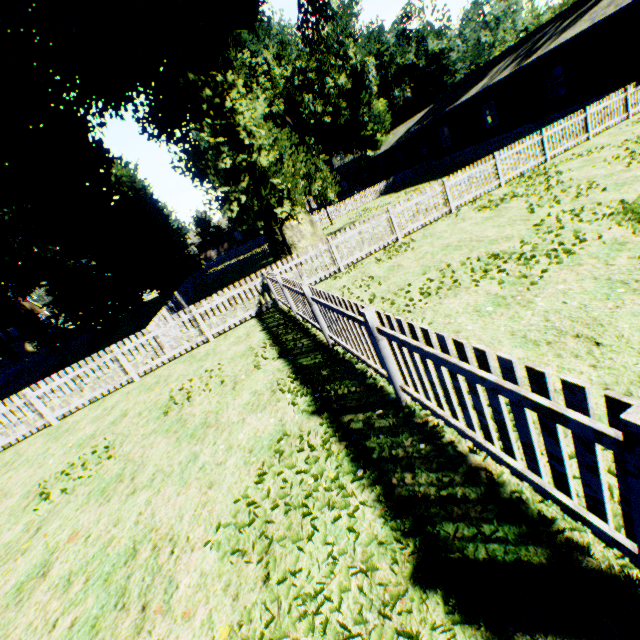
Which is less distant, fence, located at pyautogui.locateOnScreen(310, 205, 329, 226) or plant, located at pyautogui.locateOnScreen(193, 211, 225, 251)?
fence, located at pyautogui.locateOnScreen(310, 205, 329, 226)

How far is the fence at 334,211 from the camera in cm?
3341

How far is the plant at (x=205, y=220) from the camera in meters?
49.8 m

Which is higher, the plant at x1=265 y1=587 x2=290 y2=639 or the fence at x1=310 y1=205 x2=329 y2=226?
the fence at x1=310 y1=205 x2=329 y2=226

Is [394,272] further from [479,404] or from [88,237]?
[88,237]

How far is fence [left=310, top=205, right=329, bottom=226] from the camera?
32.8m

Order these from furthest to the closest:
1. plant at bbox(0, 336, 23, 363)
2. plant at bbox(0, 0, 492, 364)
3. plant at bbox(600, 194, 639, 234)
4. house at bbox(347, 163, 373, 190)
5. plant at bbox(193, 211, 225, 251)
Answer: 1. house at bbox(347, 163, 373, 190)
2. plant at bbox(193, 211, 225, 251)
3. plant at bbox(0, 336, 23, 363)
4. plant at bbox(0, 0, 492, 364)
5. plant at bbox(600, 194, 639, 234)
